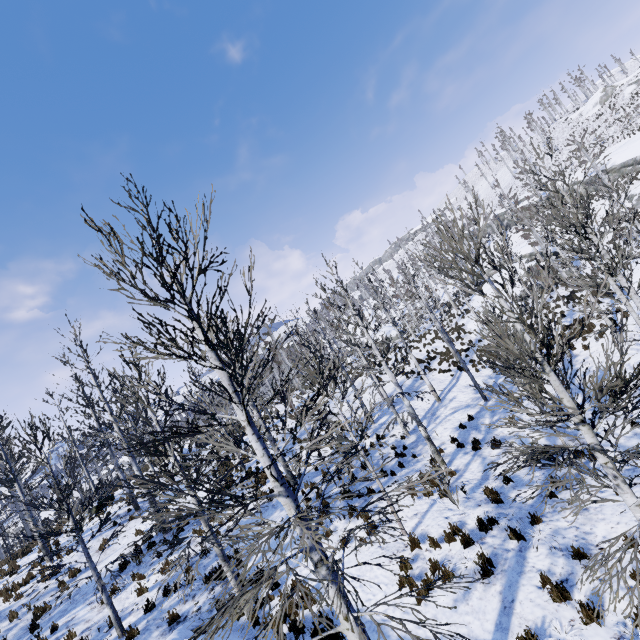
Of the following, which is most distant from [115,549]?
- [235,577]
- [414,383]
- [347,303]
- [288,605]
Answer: [414,383]

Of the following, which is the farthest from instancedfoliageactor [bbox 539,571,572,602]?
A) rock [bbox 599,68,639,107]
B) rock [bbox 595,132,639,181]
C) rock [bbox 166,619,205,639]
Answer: rock [bbox 599,68,639,107]

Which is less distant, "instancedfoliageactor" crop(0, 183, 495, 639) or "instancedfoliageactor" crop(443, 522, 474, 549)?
"instancedfoliageactor" crop(0, 183, 495, 639)

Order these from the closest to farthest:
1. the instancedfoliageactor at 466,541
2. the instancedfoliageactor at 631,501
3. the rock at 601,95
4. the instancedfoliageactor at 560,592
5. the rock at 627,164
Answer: the instancedfoliageactor at 631,501, the instancedfoliageactor at 560,592, the instancedfoliageactor at 466,541, the rock at 627,164, the rock at 601,95

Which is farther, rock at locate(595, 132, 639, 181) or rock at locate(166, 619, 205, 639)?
rock at locate(595, 132, 639, 181)

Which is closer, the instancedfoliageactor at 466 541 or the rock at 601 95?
the instancedfoliageactor at 466 541

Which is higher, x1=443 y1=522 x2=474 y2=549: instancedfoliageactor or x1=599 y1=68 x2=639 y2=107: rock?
x1=599 y1=68 x2=639 y2=107: rock
